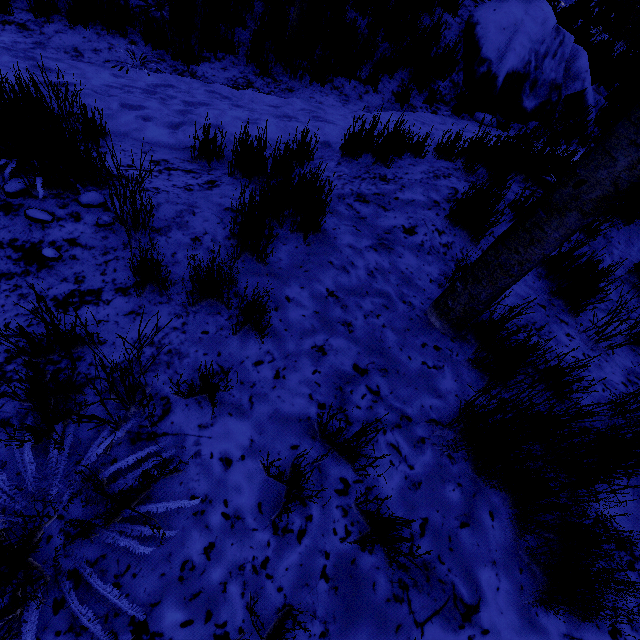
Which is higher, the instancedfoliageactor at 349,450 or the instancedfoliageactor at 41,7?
the instancedfoliageactor at 349,450

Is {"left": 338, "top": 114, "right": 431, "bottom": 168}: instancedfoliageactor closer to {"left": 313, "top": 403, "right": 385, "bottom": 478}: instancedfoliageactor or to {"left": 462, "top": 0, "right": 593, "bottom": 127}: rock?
{"left": 313, "top": 403, "right": 385, "bottom": 478}: instancedfoliageactor

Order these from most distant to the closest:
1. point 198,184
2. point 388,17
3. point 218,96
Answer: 1. point 388,17
2. point 218,96
3. point 198,184

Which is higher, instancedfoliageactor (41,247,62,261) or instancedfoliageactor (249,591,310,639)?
instancedfoliageactor (249,591,310,639)

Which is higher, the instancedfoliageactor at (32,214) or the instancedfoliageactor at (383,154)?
the instancedfoliageactor at (383,154)

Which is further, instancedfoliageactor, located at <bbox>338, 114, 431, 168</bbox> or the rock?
the rock

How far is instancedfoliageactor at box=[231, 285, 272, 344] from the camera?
1.7m
